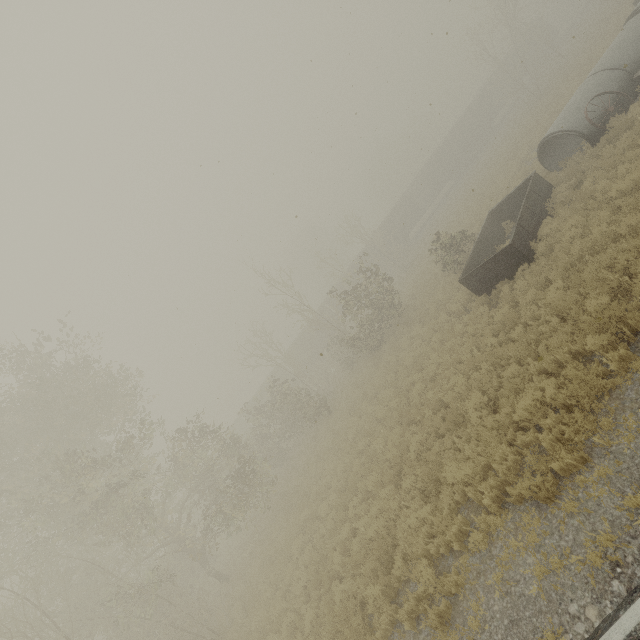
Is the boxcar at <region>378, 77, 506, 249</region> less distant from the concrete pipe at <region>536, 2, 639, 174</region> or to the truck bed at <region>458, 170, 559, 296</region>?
the truck bed at <region>458, 170, 559, 296</region>

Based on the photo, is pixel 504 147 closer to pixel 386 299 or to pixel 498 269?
pixel 386 299

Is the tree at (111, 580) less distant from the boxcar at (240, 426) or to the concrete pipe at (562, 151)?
the concrete pipe at (562, 151)

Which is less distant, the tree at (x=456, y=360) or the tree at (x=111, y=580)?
the tree at (x=111, y=580)

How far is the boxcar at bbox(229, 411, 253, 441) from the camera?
41.90m

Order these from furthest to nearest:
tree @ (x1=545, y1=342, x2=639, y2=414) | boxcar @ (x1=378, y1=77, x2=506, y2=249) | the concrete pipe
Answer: boxcar @ (x1=378, y1=77, x2=506, y2=249) < the concrete pipe < tree @ (x1=545, y1=342, x2=639, y2=414)

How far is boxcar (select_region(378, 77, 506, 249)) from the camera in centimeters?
4250cm

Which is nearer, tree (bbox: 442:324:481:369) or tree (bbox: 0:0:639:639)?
tree (bbox: 0:0:639:639)
